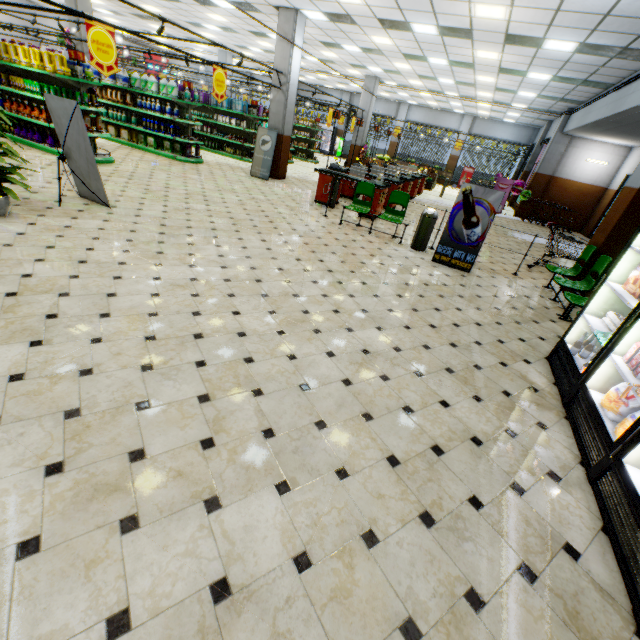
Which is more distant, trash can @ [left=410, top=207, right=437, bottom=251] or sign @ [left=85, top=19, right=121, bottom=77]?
trash can @ [left=410, top=207, right=437, bottom=251]

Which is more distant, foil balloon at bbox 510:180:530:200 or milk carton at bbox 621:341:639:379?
foil balloon at bbox 510:180:530:200

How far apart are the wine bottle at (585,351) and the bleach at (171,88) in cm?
1345

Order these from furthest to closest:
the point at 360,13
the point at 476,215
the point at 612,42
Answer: the point at 360,13, the point at 612,42, the point at 476,215

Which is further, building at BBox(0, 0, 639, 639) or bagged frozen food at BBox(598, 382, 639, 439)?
bagged frozen food at BBox(598, 382, 639, 439)

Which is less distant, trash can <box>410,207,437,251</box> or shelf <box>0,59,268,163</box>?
trash can <box>410,207,437,251</box>

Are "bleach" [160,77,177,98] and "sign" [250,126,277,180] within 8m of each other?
yes

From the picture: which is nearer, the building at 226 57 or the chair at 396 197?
the chair at 396 197
